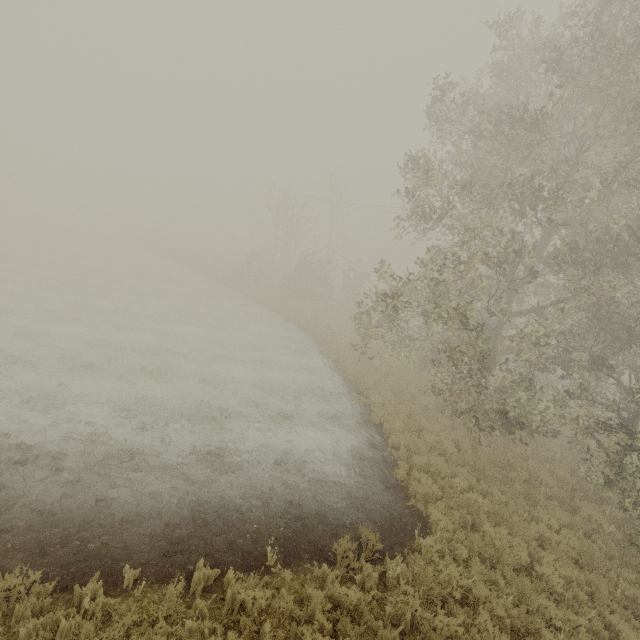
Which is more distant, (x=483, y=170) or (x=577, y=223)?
(x=483, y=170)
